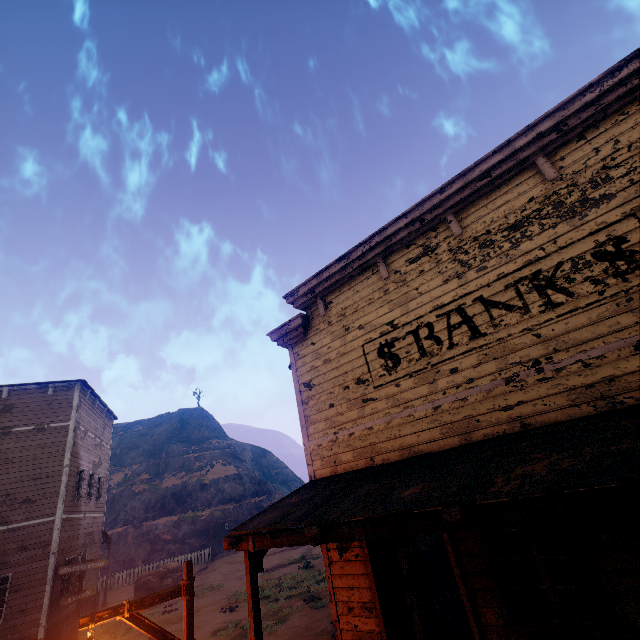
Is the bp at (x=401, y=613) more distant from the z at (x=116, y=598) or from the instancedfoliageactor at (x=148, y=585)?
the instancedfoliageactor at (x=148, y=585)

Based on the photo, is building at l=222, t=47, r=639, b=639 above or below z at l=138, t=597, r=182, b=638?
above

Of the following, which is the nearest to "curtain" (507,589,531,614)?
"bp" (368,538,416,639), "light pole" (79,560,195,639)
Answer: "bp" (368,538,416,639)

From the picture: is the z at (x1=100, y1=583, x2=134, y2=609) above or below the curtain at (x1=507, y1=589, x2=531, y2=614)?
below

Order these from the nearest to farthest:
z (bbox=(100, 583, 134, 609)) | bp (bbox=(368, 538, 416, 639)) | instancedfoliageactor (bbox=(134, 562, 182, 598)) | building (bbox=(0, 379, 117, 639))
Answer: bp (bbox=(368, 538, 416, 639)), building (bbox=(0, 379, 117, 639)), instancedfoliageactor (bbox=(134, 562, 182, 598)), z (bbox=(100, 583, 134, 609))

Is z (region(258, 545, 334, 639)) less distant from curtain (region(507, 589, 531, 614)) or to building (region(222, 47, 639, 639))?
building (region(222, 47, 639, 639))

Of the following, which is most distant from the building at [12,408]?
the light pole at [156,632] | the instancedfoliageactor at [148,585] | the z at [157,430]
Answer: the instancedfoliageactor at [148,585]

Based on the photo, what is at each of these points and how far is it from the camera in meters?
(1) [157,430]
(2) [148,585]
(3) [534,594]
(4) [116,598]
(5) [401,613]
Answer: (1) z, 55.2
(2) instancedfoliageactor, 19.0
(3) chair, 4.6
(4) z, 21.0
(5) bp, 5.9
